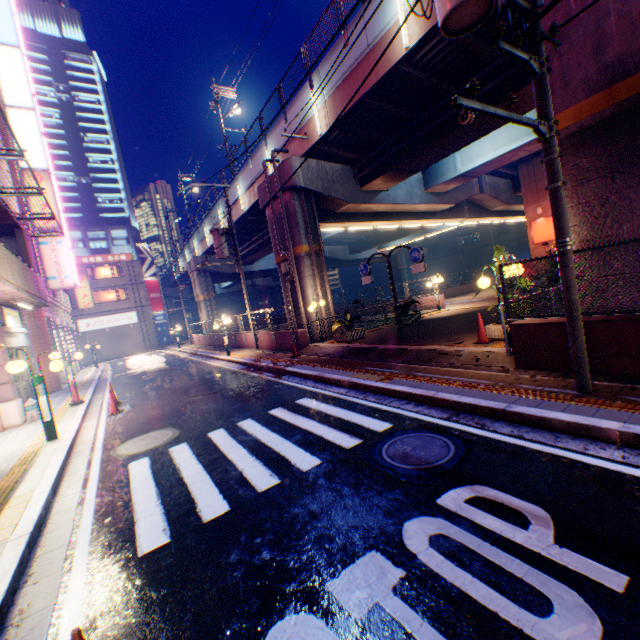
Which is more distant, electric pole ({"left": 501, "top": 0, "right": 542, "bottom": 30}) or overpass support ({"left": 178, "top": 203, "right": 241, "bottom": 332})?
overpass support ({"left": 178, "top": 203, "right": 241, "bottom": 332})

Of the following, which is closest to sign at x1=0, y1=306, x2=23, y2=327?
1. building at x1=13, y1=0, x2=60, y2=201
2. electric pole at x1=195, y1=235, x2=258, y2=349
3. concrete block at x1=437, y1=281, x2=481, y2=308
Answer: electric pole at x1=195, y1=235, x2=258, y2=349

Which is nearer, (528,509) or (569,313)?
(528,509)

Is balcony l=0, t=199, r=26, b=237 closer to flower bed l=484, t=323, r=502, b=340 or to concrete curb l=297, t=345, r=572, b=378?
concrete curb l=297, t=345, r=572, b=378

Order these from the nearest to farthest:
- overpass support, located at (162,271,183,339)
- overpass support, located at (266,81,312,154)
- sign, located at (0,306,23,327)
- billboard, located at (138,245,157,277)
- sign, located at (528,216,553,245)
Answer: sign, located at (0,306,23,327), overpass support, located at (266,81,312,154), sign, located at (528,216,553,245), billboard, located at (138,245,157,277), overpass support, located at (162,271,183,339)

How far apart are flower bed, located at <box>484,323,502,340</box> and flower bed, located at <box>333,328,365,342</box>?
5.8m

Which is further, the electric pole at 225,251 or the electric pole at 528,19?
the electric pole at 225,251

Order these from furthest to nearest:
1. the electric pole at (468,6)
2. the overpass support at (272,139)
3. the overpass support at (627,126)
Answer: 1. the overpass support at (272,139)
2. the overpass support at (627,126)
3. the electric pole at (468,6)
